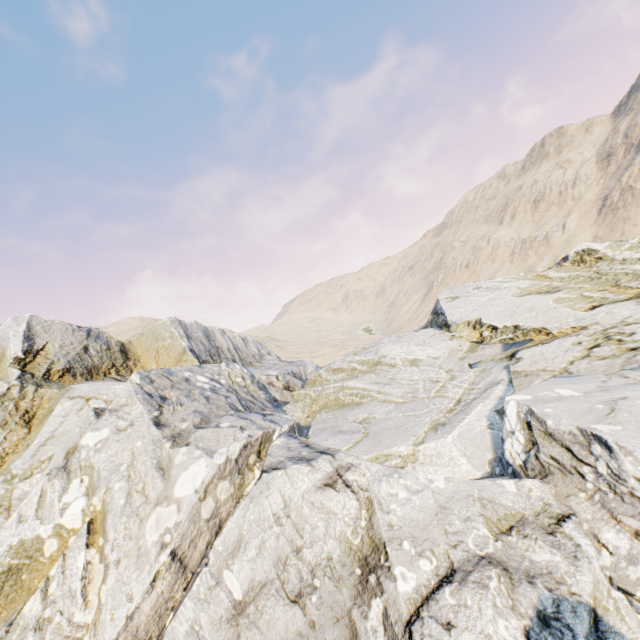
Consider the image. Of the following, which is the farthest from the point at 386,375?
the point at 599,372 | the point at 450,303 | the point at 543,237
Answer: the point at 543,237
